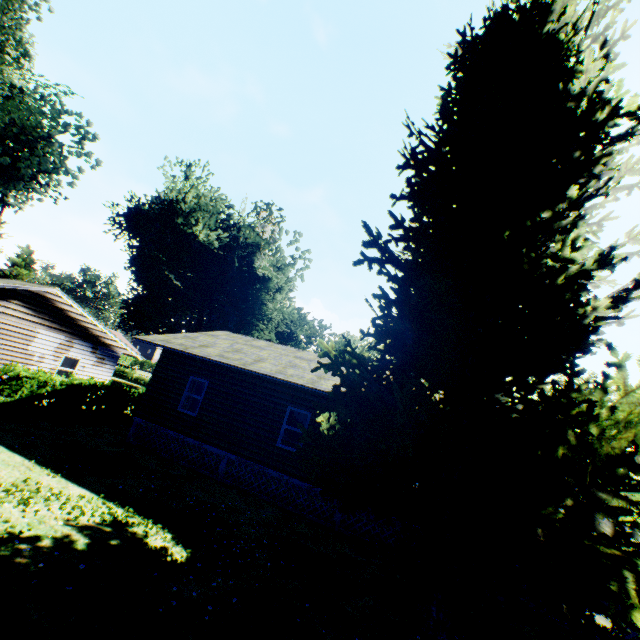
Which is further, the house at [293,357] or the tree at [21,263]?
the tree at [21,263]

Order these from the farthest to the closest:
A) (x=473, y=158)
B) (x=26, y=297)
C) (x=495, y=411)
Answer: (x=26, y=297) → (x=473, y=158) → (x=495, y=411)

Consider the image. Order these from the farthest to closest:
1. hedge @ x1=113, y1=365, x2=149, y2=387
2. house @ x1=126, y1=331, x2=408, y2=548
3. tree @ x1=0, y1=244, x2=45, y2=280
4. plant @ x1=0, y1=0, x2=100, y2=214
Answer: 1. hedge @ x1=113, y1=365, x2=149, y2=387
2. tree @ x1=0, y1=244, x2=45, y2=280
3. plant @ x1=0, y1=0, x2=100, y2=214
4. house @ x1=126, y1=331, x2=408, y2=548

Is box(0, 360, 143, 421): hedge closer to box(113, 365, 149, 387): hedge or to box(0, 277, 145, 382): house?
box(0, 277, 145, 382): house

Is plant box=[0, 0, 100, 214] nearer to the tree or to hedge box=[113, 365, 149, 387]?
the tree

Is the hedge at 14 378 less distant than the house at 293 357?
No

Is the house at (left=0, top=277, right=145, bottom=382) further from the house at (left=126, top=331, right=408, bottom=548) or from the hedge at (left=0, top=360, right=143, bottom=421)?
the house at (left=126, top=331, right=408, bottom=548)

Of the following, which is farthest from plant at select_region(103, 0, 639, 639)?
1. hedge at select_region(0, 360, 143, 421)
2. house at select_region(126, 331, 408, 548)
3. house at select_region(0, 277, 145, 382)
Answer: house at select_region(0, 277, 145, 382)
